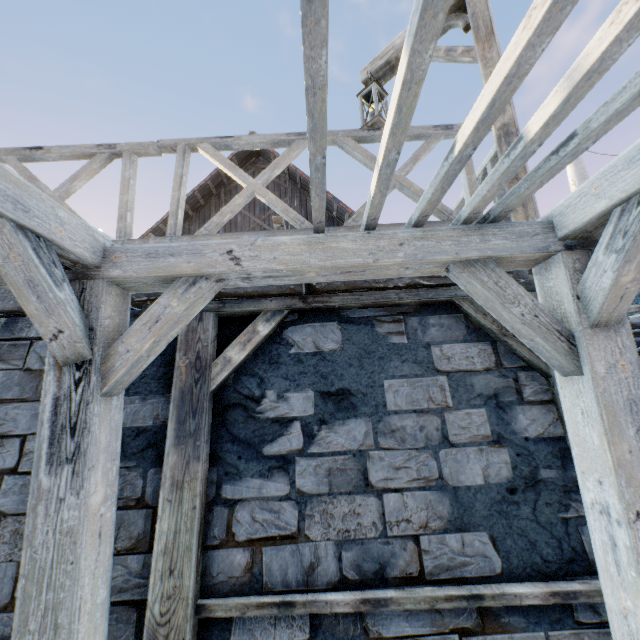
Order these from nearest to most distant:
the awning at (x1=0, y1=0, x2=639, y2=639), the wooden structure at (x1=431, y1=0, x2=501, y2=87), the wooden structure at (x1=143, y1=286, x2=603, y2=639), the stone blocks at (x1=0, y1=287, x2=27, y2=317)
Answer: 1. the awning at (x1=0, y1=0, x2=639, y2=639)
2. the wooden structure at (x1=143, y1=286, x2=603, y2=639)
3. the stone blocks at (x1=0, y1=287, x2=27, y2=317)
4. the wooden structure at (x1=431, y1=0, x2=501, y2=87)

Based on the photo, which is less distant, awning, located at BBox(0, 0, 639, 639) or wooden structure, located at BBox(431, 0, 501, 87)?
awning, located at BBox(0, 0, 639, 639)

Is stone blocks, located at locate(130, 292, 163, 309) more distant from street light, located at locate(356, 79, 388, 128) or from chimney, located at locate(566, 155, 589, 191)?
chimney, located at locate(566, 155, 589, 191)

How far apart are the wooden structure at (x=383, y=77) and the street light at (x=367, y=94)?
0.3 meters

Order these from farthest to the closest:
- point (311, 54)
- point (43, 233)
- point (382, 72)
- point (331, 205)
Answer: point (331, 205) < point (382, 72) < point (43, 233) < point (311, 54)

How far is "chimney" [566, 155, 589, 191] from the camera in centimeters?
1802cm

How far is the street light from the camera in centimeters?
379cm

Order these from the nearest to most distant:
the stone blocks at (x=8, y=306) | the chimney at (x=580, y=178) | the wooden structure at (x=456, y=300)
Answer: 1. the wooden structure at (x=456, y=300)
2. the stone blocks at (x=8, y=306)
3. the chimney at (x=580, y=178)
